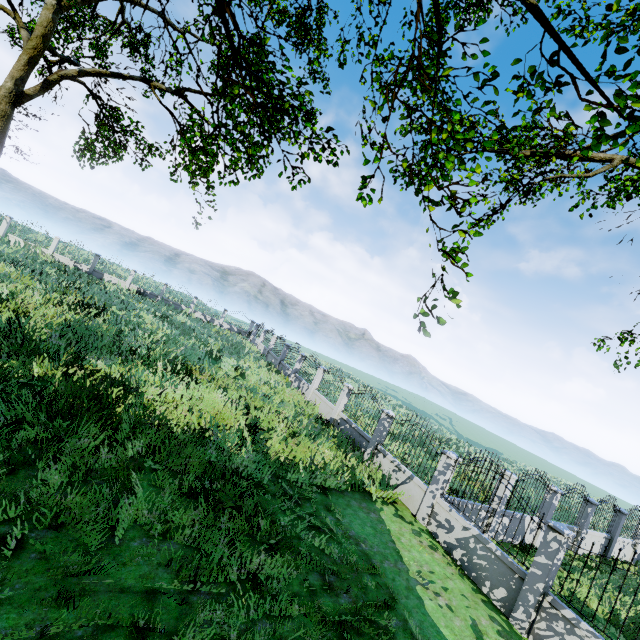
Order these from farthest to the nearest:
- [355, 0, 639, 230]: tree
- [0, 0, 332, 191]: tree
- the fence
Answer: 1. [0, 0, 332, 191]: tree
2. the fence
3. [355, 0, 639, 230]: tree

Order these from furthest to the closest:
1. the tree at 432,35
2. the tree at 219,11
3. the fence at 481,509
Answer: the tree at 219,11 → the fence at 481,509 → the tree at 432,35

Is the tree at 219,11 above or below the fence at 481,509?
above

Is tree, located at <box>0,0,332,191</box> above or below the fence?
above

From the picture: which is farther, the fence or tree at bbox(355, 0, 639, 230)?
the fence

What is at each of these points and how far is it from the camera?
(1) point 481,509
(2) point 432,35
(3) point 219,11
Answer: (1) fence, 10.86m
(2) tree, 7.02m
(3) tree, 7.70m
